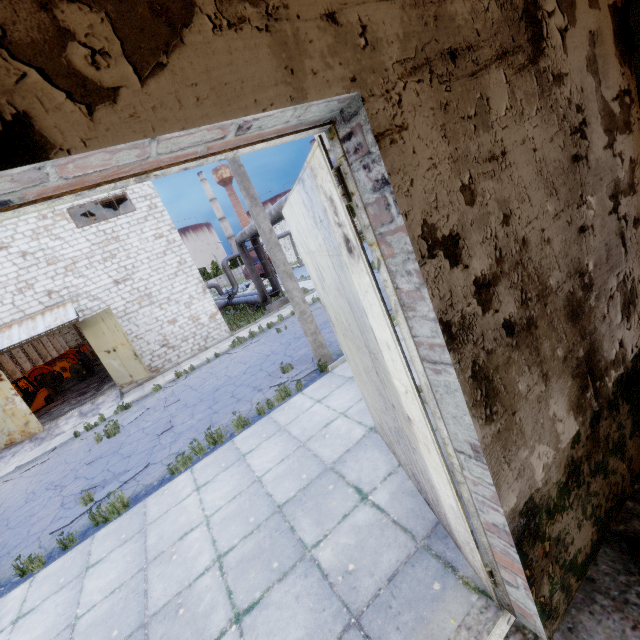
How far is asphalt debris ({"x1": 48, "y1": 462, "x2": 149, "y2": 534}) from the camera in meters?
6.9 m

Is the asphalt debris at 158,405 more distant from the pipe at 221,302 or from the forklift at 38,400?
the pipe at 221,302

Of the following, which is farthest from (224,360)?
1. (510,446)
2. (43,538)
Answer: (510,446)

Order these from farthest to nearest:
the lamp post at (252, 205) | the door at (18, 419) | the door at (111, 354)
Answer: the door at (111, 354) → the door at (18, 419) → the lamp post at (252, 205)

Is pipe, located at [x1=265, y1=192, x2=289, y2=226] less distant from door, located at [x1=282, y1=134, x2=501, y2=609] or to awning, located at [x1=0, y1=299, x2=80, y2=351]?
door, located at [x1=282, y1=134, x2=501, y2=609]

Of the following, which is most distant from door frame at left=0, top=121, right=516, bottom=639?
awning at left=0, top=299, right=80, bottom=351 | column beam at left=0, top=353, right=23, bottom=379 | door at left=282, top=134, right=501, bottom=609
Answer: column beam at left=0, top=353, right=23, bottom=379

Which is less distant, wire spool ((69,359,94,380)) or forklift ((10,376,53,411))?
forklift ((10,376,53,411))

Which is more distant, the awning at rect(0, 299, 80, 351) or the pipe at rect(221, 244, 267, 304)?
the pipe at rect(221, 244, 267, 304)
